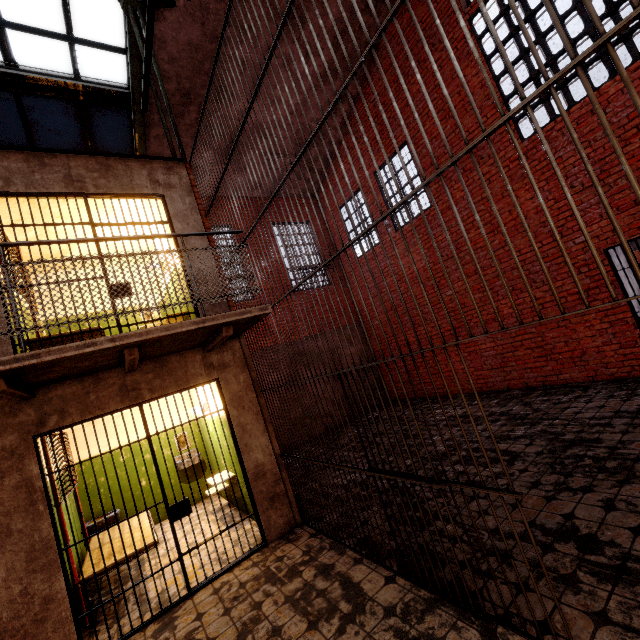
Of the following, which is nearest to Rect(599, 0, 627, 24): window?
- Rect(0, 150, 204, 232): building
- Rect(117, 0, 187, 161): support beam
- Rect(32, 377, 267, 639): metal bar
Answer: Rect(117, 0, 187, 161): support beam

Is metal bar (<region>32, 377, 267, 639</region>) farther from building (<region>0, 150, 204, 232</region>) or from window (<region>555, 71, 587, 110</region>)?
window (<region>555, 71, 587, 110</region>)

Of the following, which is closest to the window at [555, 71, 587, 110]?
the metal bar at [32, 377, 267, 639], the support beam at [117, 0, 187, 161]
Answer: the support beam at [117, 0, 187, 161]

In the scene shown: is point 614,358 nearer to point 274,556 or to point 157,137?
point 274,556

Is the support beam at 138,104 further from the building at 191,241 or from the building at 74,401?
the building at 74,401

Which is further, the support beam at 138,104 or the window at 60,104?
the window at 60,104

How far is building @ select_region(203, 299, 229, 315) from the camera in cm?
487

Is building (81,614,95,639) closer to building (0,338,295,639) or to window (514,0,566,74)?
building (0,338,295,639)
